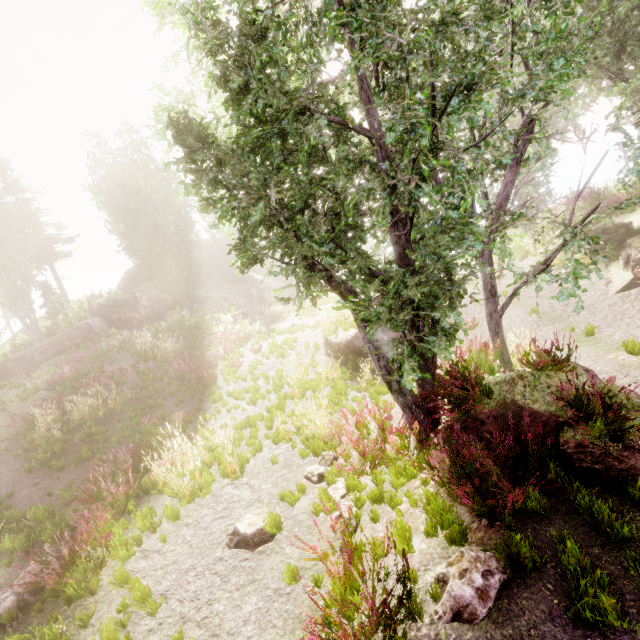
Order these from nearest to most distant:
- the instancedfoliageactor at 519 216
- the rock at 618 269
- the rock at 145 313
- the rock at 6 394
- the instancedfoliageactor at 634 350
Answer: the instancedfoliageactor at 519 216 → the instancedfoliageactor at 634 350 → the rock at 618 269 → the rock at 6 394 → the rock at 145 313

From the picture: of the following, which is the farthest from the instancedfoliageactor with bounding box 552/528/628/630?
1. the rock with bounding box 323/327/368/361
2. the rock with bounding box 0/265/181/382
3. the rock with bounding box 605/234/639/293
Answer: the rock with bounding box 605/234/639/293

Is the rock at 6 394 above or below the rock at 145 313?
below

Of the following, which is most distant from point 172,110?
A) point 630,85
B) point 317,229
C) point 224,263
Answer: point 224,263

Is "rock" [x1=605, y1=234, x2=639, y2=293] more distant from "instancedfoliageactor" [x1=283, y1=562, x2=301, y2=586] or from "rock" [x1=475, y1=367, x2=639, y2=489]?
"rock" [x1=475, y1=367, x2=639, y2=489]

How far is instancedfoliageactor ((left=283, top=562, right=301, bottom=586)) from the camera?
4.33m

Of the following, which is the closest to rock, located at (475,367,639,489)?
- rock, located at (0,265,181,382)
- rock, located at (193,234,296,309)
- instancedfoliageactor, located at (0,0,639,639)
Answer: instancedfoliageactor, located at (0,0,639,639)

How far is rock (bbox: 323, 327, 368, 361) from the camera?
11.8 meters
